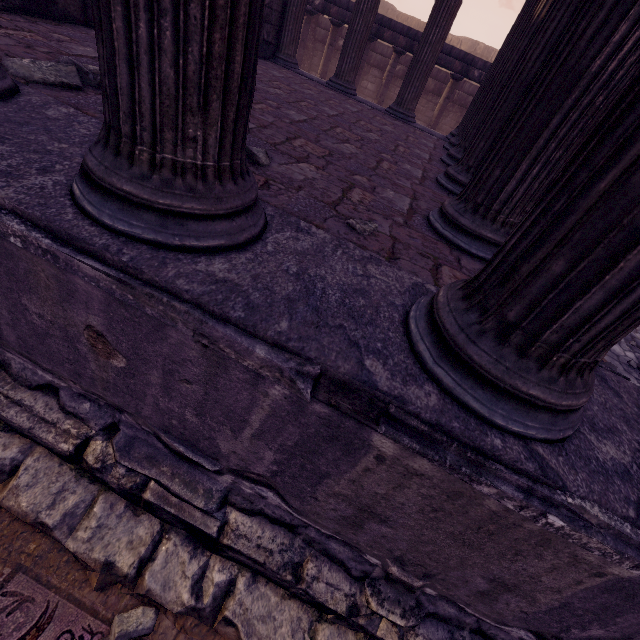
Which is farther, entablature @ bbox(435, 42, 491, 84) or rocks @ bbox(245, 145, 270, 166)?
entablature @ bbox(435, 42, 491, 84)

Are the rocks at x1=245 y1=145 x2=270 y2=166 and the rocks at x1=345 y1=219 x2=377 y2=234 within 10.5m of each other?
yes

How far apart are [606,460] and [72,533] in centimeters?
241cm

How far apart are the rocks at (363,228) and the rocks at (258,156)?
0.7 meters

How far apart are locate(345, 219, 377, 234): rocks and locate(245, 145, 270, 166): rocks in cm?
71

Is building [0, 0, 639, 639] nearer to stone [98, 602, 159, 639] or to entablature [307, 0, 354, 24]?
stone [98, 602, 159, 639]

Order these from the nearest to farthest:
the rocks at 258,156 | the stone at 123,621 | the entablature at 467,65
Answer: the stone at 123,621, the rocks at 258,156, the entablature at 467,65

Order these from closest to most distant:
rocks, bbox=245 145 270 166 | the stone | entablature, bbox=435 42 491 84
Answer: the stone → rocks, bbox=245 145 270 166 → entablature, bbox=435 42 491 84
